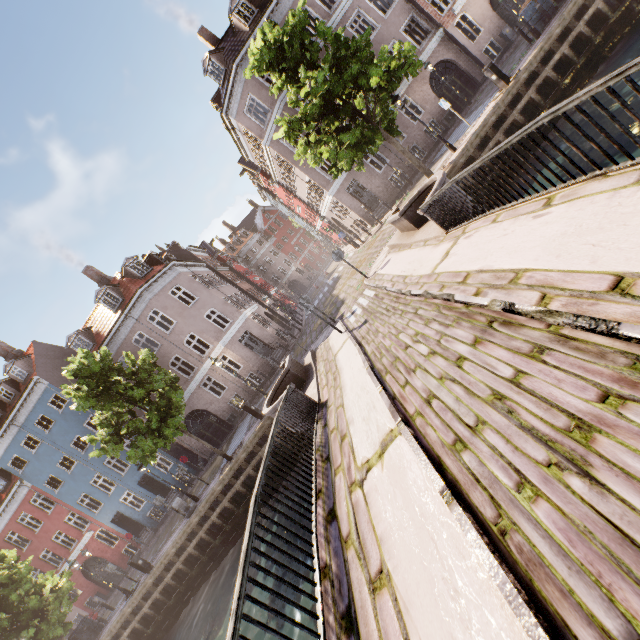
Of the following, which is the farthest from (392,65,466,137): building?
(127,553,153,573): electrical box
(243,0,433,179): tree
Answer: (127,553,153,573): electrical box

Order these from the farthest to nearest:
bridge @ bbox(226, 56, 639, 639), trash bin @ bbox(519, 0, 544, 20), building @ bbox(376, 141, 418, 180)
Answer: building @ bbox(376, 141, 418, 180), trash bin @ bbox(519, 0, 544, 20), bridge @ bbox(226, 56, 639, 639)

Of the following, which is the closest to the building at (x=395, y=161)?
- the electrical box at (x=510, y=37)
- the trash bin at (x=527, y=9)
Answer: the electrical box at (x=510, y=37)

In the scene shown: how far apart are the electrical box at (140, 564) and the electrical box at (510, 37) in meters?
37.5

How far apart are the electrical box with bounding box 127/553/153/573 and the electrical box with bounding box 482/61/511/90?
27.7 meters

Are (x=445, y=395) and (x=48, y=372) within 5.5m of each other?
no

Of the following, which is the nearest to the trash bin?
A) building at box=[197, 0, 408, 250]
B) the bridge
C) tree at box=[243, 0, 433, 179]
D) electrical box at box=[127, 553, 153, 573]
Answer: tree at box=[243, 0, 433, 179]

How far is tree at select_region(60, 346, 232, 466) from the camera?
13.8 meters
